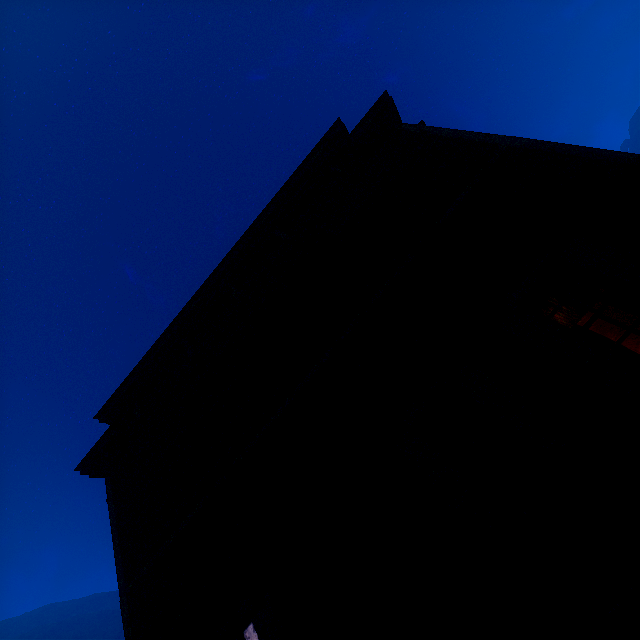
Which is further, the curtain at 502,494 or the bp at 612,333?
the bp at 612,333

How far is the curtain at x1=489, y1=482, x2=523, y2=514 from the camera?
3.39m

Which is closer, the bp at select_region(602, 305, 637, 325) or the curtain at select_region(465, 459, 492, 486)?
the curtain at select_region(465, 459, 492, 486)

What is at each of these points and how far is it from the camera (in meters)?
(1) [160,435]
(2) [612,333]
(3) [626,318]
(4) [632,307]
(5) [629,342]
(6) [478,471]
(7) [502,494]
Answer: (1) building, 6.77
(2) bp, 5.84
(3) bp, 5.88
(4) curtain, 3.56
(5) bp, 5.66
(6) curtain, 3.70
(7) curtain, 3.50

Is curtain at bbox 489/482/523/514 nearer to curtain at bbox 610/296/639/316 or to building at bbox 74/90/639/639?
building at bbox 74/90/639/639

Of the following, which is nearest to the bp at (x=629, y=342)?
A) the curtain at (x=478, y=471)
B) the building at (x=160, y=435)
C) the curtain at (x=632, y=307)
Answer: the building at (x=160, y=435)

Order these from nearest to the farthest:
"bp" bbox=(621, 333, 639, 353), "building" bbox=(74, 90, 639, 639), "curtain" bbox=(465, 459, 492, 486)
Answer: "building" bbox=(74, 90, 639, 639)
"curtain" bbox=(465, 459, 492, 486)
"bp" bbox=(621, 333, 639, 353)

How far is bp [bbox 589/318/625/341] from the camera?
5.8 meters
